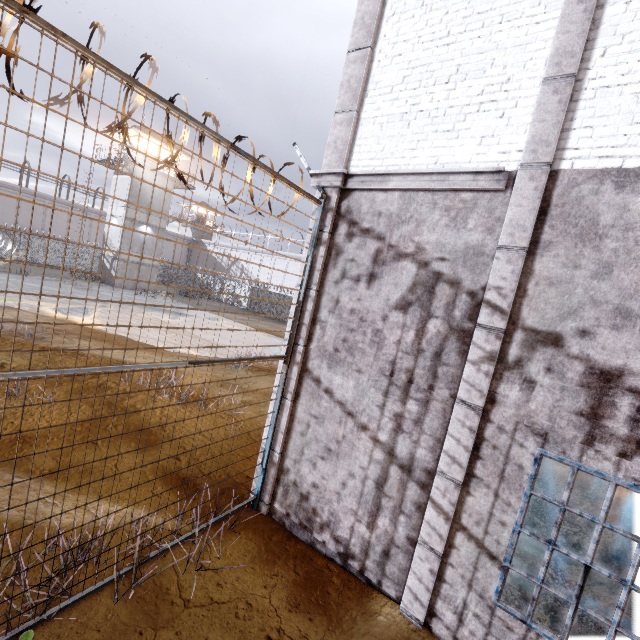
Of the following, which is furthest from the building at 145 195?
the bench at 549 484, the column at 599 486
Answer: the column at 599 486

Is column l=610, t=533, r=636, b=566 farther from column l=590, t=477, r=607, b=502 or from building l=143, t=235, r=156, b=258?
building l=143, t=235, r=156, b=258

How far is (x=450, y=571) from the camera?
4.16m

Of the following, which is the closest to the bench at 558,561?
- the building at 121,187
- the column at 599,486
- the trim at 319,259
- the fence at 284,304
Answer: the column at 599,486

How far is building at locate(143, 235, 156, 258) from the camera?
32.59m

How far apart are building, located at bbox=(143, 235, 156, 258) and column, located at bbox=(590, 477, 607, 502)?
36.4 meters
